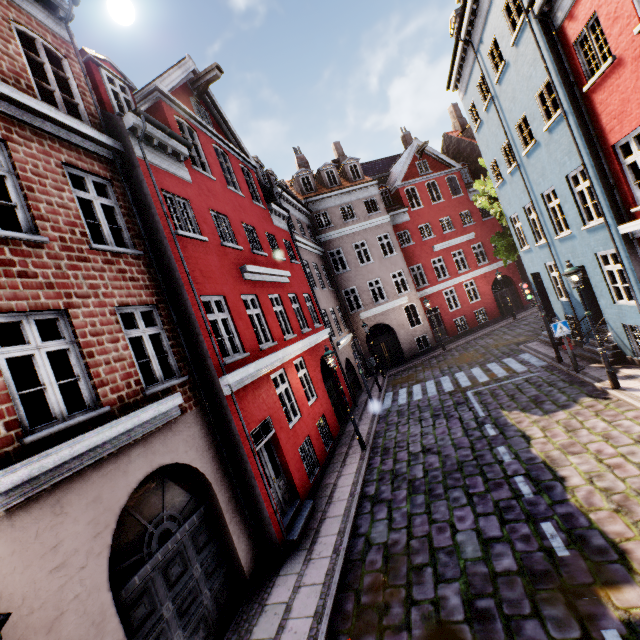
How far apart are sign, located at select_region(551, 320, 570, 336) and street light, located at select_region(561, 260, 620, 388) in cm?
177

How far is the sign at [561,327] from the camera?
11.2 meters

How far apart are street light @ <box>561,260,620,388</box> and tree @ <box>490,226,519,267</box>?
10.47m

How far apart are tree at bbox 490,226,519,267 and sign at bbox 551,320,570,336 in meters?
8.9

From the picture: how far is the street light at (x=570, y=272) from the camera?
9.29m

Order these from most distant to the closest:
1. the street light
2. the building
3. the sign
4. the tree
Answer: the tree
the sign
the street light
the building

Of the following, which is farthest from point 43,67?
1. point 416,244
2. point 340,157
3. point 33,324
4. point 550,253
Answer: point 340,157

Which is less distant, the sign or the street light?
the street light
